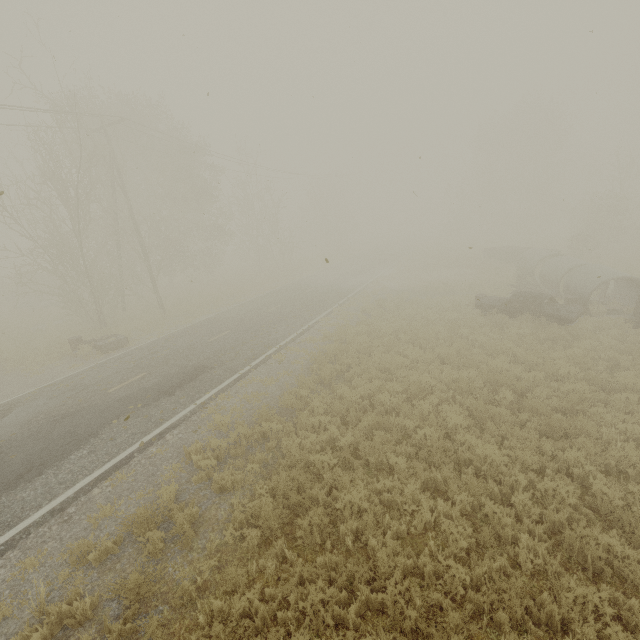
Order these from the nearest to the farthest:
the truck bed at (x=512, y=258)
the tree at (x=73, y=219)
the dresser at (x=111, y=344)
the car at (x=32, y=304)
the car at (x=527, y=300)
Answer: the car at (x=527, y=300)
the dresser at (x=111, y=344)
the tree at (x=73, y=219)
the car at (x=32, y=304)
the truck bed at (x=512, y=258)

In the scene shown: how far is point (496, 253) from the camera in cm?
3039

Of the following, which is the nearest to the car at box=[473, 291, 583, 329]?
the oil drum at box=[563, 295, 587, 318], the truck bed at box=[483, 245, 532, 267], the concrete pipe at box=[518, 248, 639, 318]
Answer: the oil drum at box=[563, 295, 587, 318]

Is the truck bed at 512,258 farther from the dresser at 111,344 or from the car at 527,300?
A: the dresser at 111,344

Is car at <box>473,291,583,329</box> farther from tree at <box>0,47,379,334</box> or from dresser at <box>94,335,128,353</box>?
tree at <box>0,47,379,334</box>

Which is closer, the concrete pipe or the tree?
the concrete pipe

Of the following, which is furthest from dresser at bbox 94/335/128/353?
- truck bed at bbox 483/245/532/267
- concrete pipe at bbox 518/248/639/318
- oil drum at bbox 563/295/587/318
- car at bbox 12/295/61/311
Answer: truck bed at bbox 483/245/532/267

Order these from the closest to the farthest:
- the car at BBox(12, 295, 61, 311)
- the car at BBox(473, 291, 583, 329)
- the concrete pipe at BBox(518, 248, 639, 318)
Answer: the car at BBox(473, 291, 583, 329) → the concrete pipe at BBox(518, 248, 639, 318) → the car at BBox(12, 295, 61, 311)
